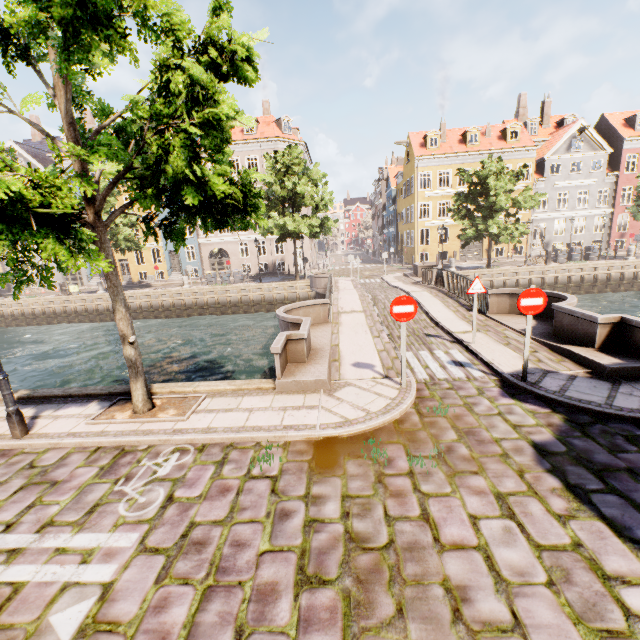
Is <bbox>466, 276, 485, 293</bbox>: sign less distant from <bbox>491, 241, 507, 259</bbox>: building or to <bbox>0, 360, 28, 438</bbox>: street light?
<bbox>0, 360, 28, 438</bbox>: street light

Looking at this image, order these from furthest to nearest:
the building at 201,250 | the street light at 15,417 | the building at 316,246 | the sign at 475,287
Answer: the building at 316,246 → the building at 201,250 → the sign at 475,287 → the street light at 15,417

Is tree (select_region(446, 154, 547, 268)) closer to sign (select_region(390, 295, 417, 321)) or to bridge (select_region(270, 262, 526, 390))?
bridge (select_region(270, 262, 526, 390))

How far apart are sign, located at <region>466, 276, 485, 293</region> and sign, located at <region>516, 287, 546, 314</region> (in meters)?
2.45

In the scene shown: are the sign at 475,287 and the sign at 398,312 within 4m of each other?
yes

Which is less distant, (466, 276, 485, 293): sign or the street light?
the street light

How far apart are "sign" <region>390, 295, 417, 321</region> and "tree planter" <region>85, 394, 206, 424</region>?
4.29m

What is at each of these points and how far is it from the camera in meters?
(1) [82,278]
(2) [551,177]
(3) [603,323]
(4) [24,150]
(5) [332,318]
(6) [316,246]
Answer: (1) building, 38.2 m
(2) building, 32.8 m
(3) bridge, 7.4 m
(4) building, 34.8 m
(5) bridge, 13.0 m
(6) building, 50.6 m
